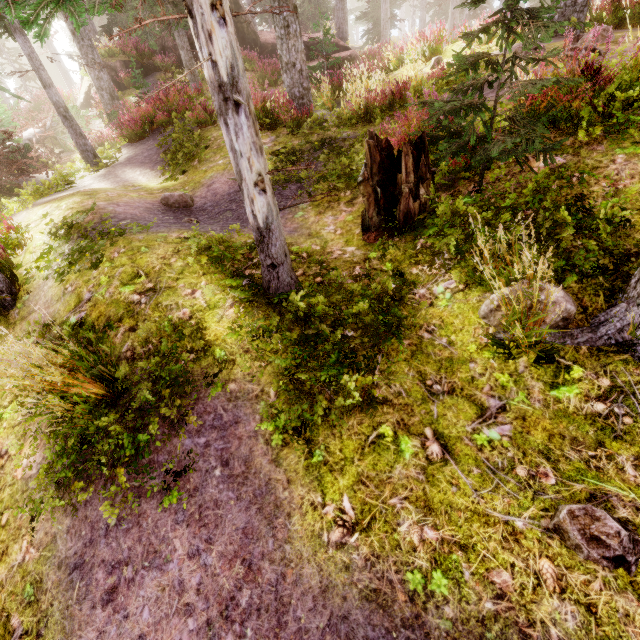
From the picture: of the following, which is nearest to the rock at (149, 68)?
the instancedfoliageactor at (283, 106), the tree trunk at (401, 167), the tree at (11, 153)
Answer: the instancedfoliageactor at (283, 106)

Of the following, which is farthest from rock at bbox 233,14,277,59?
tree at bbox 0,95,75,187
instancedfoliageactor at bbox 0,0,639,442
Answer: tree at bbox 0,95,75,187

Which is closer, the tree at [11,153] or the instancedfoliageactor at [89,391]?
the instancedfoliageactor at [89,391]

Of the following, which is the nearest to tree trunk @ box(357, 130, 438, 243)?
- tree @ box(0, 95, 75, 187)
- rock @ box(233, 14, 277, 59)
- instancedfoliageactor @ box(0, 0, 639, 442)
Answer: instancedfoliageactor @ box(0, 0, 639, 442)

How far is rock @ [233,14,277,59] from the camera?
19.11m

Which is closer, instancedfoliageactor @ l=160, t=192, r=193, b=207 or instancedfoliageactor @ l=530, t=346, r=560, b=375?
instancedfoliageactor @ l=530, t=346, r=560, b=375

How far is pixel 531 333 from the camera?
2.9m

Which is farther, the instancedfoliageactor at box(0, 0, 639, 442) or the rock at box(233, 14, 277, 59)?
the rock at box(233, 14, 277, 59)
